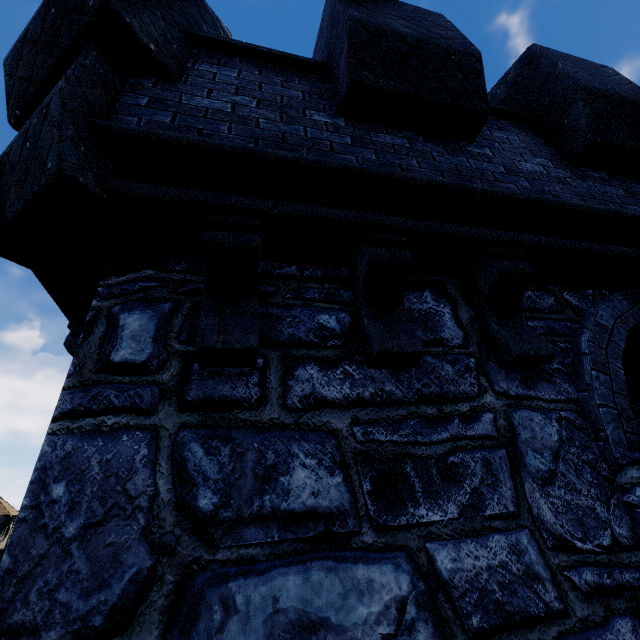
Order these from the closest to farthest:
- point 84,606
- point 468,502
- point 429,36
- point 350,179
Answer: point 84,606 → point 468,502 → point 350,179 → point 429,36
